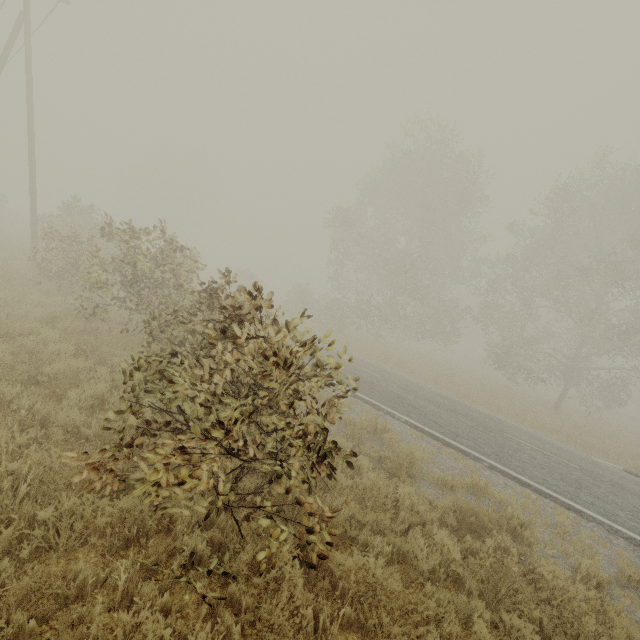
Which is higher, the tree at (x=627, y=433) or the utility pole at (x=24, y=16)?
the utility pole at (x=24, y=16)

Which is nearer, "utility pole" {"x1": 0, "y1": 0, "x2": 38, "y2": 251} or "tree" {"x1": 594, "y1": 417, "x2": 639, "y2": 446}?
"utility pole" {"x1": 0, "y1": 0, "x2": 38, "y2": 251}

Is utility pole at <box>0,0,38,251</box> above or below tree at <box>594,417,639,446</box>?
above

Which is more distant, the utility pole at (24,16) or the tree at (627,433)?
the tree at (627,433)

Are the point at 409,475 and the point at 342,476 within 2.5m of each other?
yes
